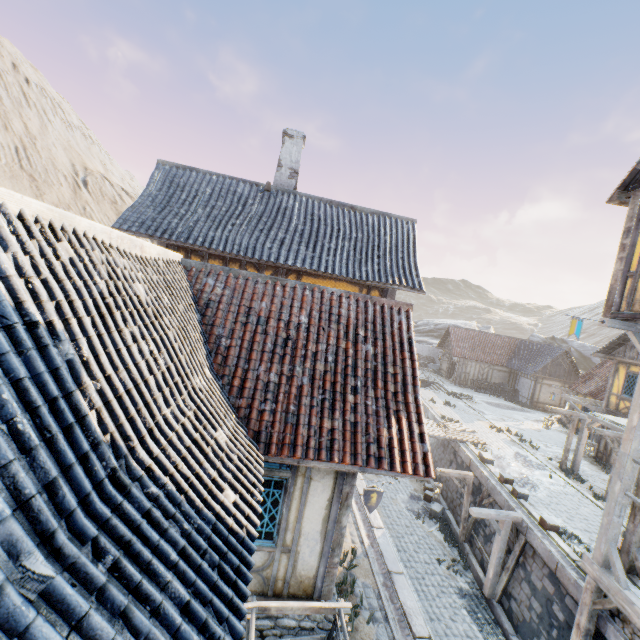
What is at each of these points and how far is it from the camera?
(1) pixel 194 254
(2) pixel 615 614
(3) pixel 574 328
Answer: (1) building, 10.42m
(2) stone foundation, 7.37m
(3) flag, 7.51m

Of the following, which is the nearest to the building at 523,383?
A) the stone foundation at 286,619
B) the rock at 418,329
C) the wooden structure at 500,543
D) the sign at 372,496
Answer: the rock at 418,329

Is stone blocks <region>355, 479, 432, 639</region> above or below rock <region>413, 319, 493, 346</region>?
below

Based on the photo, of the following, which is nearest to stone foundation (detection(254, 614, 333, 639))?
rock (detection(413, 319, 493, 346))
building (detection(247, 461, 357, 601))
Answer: building (detection(247, 461, 357, 601))

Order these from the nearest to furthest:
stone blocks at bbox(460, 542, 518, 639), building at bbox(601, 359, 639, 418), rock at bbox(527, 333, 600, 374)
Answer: stone blocks at bbox(460, 542, 518, 639) → building at bbox(601, 359, 639, 418) → rock at bbox(527, 333, 600, 374)

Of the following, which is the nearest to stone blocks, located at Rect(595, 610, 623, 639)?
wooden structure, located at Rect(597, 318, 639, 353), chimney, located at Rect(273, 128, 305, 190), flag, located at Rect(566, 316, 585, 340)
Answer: A: wooden structure, located at Rect(597, 318, 639, 353)

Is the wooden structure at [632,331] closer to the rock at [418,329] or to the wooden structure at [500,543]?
the wooden structure at [500,543]

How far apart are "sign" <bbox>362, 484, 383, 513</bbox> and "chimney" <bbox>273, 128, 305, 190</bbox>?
10.4 meters
